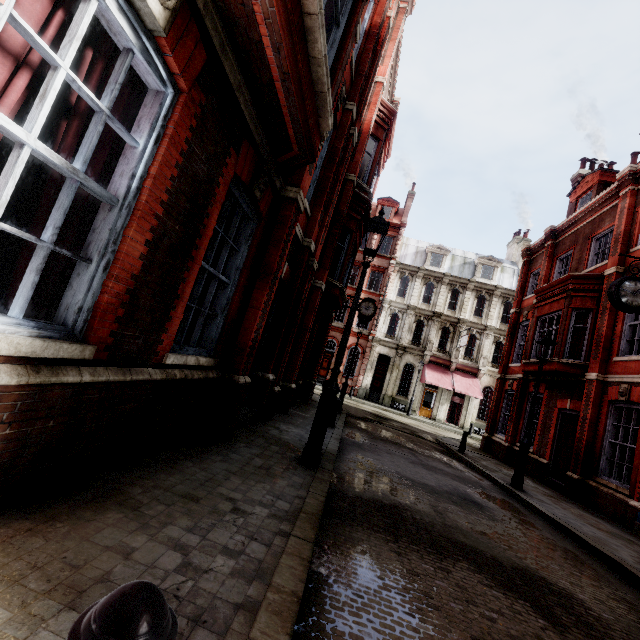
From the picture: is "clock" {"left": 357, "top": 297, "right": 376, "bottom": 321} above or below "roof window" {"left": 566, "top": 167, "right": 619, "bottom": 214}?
below

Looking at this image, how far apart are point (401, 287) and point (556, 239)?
17.7m

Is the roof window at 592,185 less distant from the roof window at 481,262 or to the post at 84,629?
the roof window at 481,262

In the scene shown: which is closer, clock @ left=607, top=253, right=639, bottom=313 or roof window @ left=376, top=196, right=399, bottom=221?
clock @ left=607, top=253, right=639, bottom=313

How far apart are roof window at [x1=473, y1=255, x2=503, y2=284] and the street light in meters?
23.8

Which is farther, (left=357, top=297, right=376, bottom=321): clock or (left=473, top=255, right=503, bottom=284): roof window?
(left=473, top=255, right=503, bottom=284): roof window

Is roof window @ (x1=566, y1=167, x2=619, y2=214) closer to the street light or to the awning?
the street light

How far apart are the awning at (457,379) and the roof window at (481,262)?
9.1 meters
